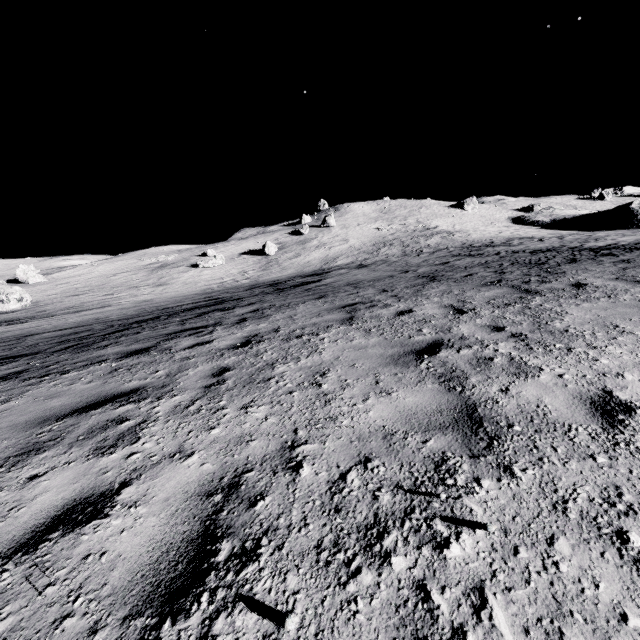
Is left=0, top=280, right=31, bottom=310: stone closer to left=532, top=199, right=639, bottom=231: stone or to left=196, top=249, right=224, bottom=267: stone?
left=196, top=249, right=224, bottom=267: stone

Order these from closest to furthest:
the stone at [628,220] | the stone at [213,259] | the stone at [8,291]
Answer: the stone at [8,291] → the stone at [213,259] → the stone at [628,220]

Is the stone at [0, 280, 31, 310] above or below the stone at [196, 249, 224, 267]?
below

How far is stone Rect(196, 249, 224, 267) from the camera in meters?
44.2 m

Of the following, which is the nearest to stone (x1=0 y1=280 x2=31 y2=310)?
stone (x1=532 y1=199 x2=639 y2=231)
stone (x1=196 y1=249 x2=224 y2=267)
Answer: stone (x1=196 y1=249 x2=224 y2=267)

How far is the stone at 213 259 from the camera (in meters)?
44.25

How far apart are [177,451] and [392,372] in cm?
235
